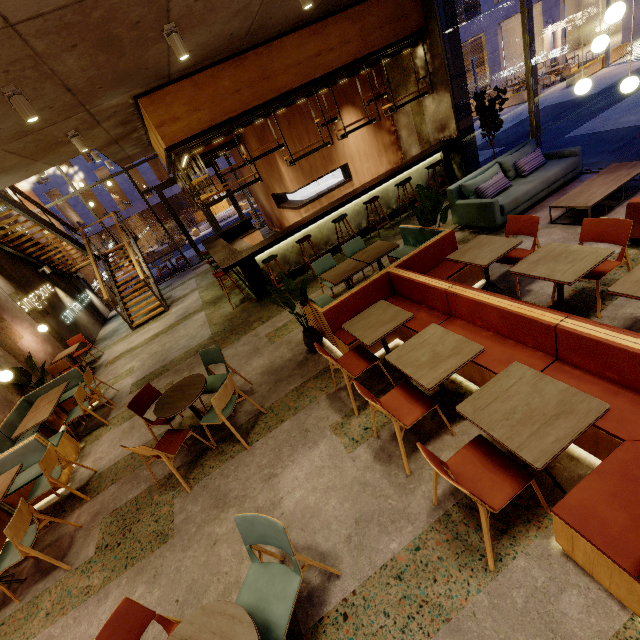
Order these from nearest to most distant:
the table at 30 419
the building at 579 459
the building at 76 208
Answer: the building at 579 459, the table at 30 419, the building at 76 208

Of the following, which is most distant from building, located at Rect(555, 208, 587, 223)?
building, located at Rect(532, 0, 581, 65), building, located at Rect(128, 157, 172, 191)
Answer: building, located at Rect(128, 157, 172, 191)

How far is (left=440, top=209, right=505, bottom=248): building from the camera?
5.9m

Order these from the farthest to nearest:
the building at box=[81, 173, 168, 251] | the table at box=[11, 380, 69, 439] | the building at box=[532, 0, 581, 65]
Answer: the building at box=[81, 173, 168, 251] → the building at box=[532, 0, 581, 65] → the table at box=[11, 380, 69, 439]

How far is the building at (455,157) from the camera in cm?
865

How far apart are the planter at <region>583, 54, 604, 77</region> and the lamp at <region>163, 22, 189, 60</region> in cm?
1940

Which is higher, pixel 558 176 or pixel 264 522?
pixel 264 522

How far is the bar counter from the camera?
7.66m
